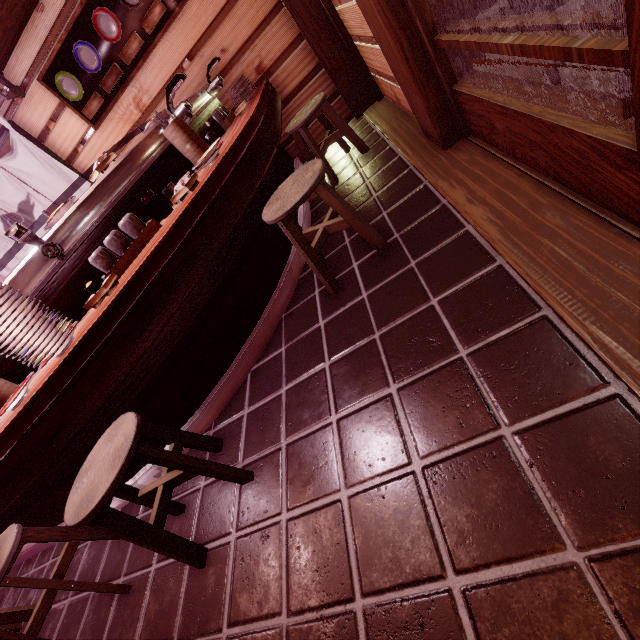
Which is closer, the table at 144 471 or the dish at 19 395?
the dish at 19 395

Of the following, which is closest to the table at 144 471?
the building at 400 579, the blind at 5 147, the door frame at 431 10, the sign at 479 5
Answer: the building at 400 579

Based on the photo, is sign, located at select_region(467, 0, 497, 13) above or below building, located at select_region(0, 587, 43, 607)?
above

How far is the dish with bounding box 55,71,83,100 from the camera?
6.4m

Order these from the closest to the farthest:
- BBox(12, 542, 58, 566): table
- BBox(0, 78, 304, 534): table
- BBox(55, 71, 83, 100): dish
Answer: BBox(0, 78, 304, 534): table, BBox(12, 542, 58, 566): table, BBox(55, 71, 83, 100): dish

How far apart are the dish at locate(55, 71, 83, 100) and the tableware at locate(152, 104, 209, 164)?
4.3 meters

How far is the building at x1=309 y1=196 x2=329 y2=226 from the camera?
5.4 meters

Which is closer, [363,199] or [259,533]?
[259,533]
